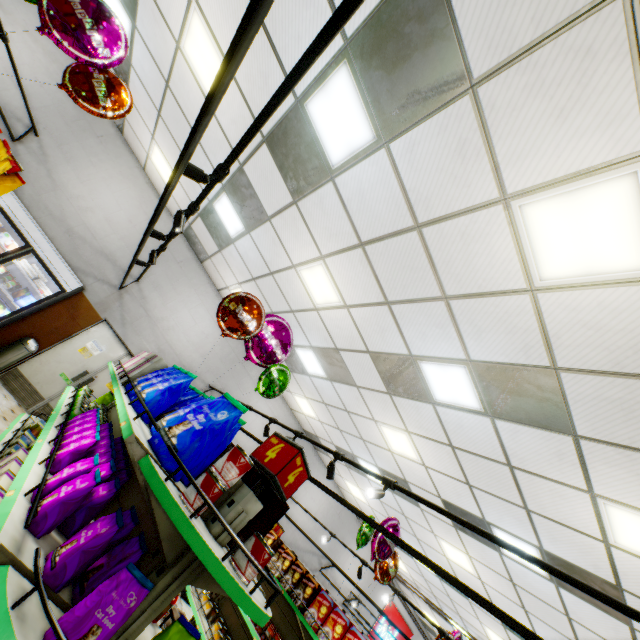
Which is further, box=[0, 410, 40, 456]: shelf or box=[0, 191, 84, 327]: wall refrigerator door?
box=[0, 191, 84, 327]: wall refrigerator door

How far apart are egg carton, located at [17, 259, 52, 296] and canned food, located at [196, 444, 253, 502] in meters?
7.2 m

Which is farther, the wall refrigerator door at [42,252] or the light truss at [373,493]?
the wall refrigerator door at [42,252]

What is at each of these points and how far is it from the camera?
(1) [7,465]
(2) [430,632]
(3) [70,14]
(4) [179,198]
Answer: (1) boxed pet food, 2.5 meters
(2) building, 13.7 meters
(3) foil balloon, 3.0 meters
(4) building, 7.6 meters

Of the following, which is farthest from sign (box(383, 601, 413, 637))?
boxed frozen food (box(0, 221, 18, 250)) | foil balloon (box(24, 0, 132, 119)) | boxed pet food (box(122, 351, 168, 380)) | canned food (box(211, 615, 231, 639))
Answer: foil balloon (box(24, 0, 132, 119))

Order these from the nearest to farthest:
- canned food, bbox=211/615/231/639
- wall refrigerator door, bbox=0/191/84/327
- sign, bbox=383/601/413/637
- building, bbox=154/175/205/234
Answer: canned food, bbox=211/615/231/639 < wall refrigerator door, bbox=0/191/84/327 < building, bbox=154/175/205/234 < sign, bbox=383/601/413/637

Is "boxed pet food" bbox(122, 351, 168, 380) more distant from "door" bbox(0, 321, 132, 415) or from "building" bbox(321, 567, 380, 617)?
"door" bbox(0, 321, 132, 415)

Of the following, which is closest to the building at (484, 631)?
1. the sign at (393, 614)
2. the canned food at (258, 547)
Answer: the sign at (393, 614)
